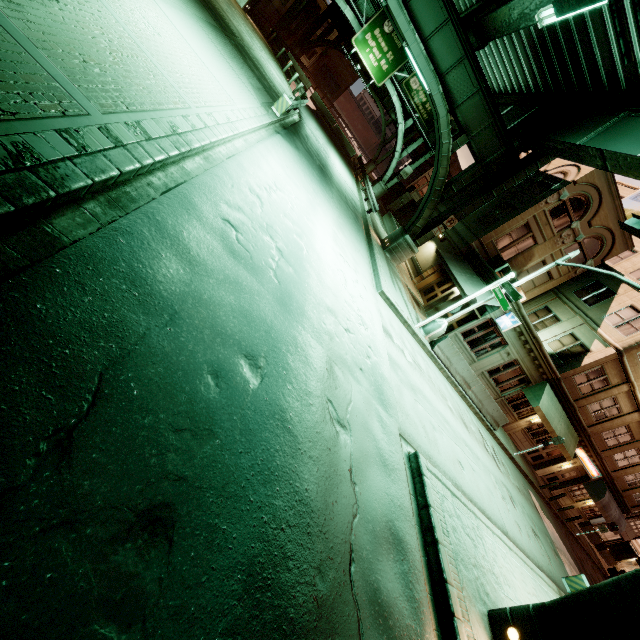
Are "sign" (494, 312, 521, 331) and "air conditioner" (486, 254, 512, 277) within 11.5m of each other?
yes

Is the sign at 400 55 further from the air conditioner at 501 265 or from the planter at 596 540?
the planter at 596 540

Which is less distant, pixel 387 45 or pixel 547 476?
pixel 387 45

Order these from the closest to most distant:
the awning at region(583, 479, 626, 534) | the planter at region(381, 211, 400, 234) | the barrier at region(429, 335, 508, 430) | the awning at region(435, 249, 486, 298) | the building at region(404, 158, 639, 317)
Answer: the barrier at region(429, 335, 508, 430), the awning at region(435, 249, 486, 298), the building at region(404, 158, 639, 317), the awning at region(583, 479, 626, 534), the planter at region(381, 211, 400, 234)

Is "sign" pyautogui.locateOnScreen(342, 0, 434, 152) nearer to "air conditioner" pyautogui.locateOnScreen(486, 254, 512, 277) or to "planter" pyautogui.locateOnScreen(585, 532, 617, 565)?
"air conditioner" pyautogui.locateOnScreen(486, 254, 512, 277)

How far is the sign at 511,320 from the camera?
17.1 meters

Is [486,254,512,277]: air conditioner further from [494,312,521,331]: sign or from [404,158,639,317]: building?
[494,312,521,331]: sign

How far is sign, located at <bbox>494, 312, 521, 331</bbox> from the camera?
17.1 meters
